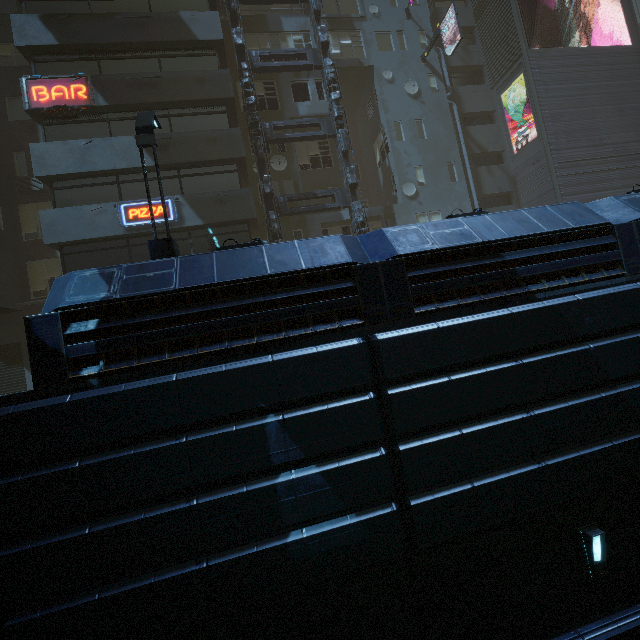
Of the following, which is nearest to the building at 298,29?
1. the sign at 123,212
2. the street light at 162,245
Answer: the sign at 123,212

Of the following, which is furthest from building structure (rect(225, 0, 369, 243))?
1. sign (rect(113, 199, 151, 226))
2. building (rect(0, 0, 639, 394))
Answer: sign (rect(113, 199, 151, 226))

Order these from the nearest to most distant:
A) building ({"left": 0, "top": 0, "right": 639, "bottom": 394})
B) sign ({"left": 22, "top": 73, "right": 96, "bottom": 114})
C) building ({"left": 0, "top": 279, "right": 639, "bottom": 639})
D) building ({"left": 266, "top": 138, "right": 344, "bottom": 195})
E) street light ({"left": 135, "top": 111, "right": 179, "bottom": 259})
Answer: building ({"left": 0, "top": 279, "right": 639, "bottom": 639}), building ({"left": 0, "top": 0, "right": 639, "bottom": 394}), street light ({"left": 135, "top": 111, "right": 179, "bottom": 259}), sign ({"left": 22, "top": 73, "right": 96, "bottom": 114}), building ({"left": 266, "top": 138, "right": 344, "bottom": 195})

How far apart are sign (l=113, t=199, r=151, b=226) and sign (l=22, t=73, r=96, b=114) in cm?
439

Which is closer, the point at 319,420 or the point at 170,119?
the point at 319,420

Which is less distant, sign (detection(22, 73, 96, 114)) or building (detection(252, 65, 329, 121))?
sign (detection(22, 73, 96, 114))

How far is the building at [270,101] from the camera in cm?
1884

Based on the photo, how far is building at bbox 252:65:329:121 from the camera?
18.8 meters
